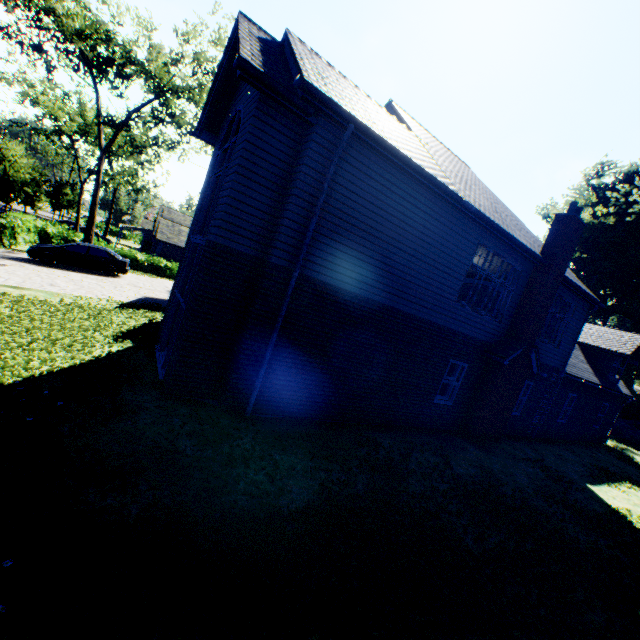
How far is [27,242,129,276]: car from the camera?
18.1 meters

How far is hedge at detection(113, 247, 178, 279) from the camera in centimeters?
2997cm

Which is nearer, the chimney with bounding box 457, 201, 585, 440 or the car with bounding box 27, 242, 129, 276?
the chimney with bounding box 457, 201, 585, 440

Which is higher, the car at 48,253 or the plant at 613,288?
the plant at 613,288

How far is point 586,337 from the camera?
19.66m

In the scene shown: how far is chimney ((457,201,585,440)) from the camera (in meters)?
11.26

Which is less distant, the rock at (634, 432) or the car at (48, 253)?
the car at (48, 253)

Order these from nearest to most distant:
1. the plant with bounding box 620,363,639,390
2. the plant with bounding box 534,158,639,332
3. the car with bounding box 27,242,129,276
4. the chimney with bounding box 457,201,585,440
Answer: the chimney with bounding box 457,201,585,440, the car with bounding box 27,242,129,276, the plant with bounding box 534,158,639,332, the plant with bounding box 620,363,639,390
